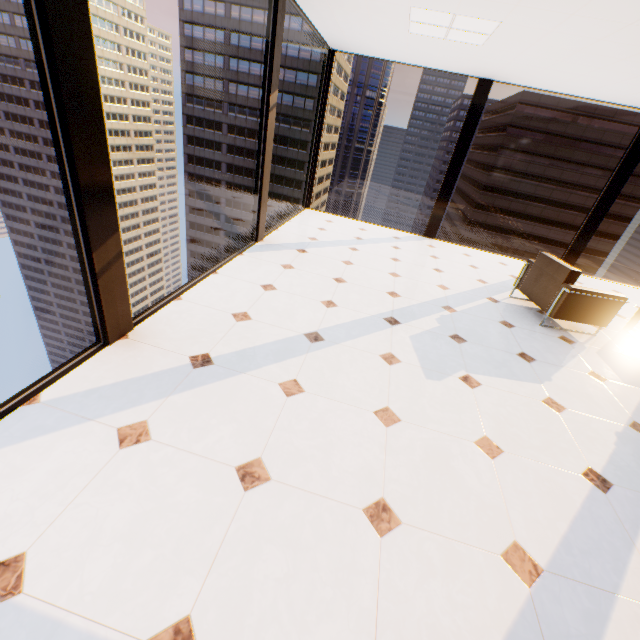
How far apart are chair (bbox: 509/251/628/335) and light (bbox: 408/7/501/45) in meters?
2.8 m

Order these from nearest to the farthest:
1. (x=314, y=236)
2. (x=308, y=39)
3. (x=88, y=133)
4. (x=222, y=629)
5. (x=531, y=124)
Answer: (x=222, y=629), (x=88, y=133), (x=314, y=236), (x=531, y=124), (x=308, y=39)

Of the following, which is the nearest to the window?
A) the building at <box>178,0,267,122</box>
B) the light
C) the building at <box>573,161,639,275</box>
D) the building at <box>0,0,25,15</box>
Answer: the light

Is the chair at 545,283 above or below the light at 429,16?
below

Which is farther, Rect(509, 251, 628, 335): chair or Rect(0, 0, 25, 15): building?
Rect(0, 0, 25, 15): building

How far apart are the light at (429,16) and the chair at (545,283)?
2.78m

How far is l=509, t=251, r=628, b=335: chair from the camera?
4.0 meters

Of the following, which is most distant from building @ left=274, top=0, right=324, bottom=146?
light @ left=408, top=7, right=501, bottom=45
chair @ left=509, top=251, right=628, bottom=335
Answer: chair @ left=509, top=251, right=628, bottom=335
